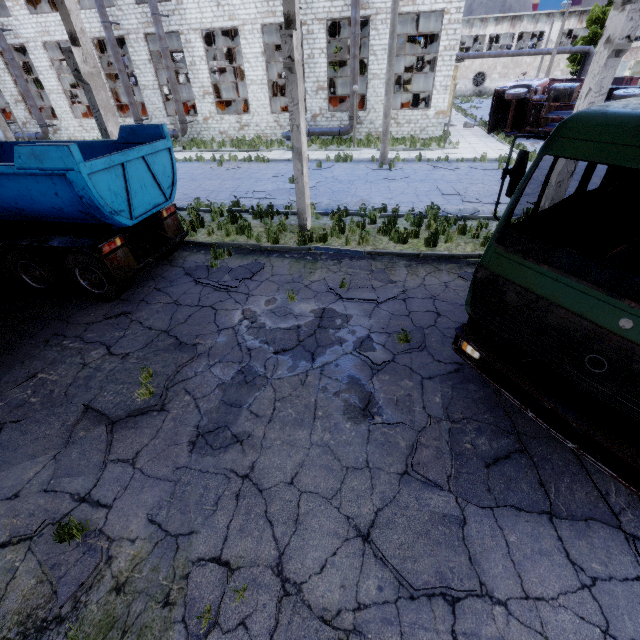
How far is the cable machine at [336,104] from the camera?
25.83m

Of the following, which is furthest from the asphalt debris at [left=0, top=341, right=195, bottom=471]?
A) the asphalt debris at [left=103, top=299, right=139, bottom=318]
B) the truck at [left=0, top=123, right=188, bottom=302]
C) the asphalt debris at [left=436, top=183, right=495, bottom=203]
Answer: the asphalt debris at [left=436, top=183, right=495, bottom=203]

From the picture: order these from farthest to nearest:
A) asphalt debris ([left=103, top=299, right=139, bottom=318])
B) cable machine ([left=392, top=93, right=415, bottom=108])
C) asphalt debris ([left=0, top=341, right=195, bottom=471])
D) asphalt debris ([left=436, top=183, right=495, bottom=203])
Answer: cable machine ([left=392, top=93, right=415, bottom=108])
asphalt debris ([left=436, top=183, right=495, bottom=203])
asphalt debris ([left=103, top=299, right=139, bottom=318])
asphalt debris ([left=0, top=341, right=195, bottom=471])

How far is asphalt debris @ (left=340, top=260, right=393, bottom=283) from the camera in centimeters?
776cm

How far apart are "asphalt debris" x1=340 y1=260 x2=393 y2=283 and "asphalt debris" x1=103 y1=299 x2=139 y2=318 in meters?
4.4

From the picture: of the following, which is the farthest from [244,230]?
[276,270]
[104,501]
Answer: [104,501]

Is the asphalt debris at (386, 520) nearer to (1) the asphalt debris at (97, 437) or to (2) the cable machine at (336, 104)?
(1) the asphalt debris at (97, 437)

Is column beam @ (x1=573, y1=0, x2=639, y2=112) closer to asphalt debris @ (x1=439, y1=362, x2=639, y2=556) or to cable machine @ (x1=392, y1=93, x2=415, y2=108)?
asphalt debris @ (x1=439, y1=362, x2=639, y2=556)
